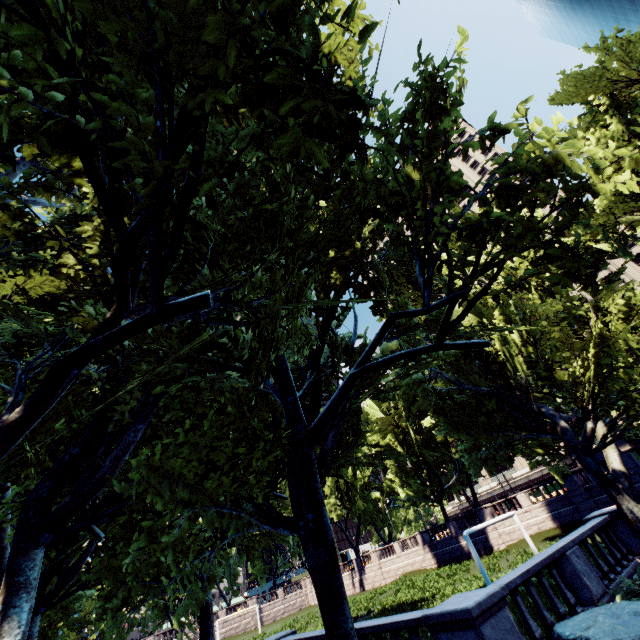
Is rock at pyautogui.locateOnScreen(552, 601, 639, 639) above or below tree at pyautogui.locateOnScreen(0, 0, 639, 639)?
below

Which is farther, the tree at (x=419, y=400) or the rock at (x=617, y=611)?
the rock at (x=617, y=611)

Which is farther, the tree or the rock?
the rock

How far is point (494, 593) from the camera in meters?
6.8 m

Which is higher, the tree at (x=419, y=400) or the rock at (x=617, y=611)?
the tree at (x=419, y=400)
